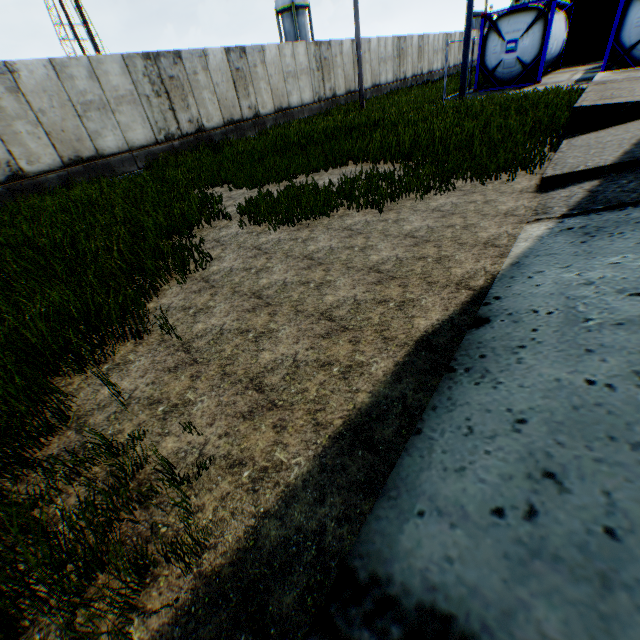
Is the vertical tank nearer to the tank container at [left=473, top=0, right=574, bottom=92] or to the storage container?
the storage container

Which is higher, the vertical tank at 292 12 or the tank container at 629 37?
the vertical tank at 292 12

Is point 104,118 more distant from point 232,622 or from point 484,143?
point 232,622

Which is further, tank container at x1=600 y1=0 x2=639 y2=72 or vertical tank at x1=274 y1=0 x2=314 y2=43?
vertical tank at x1=274 y1=0 x2=314 y2=43

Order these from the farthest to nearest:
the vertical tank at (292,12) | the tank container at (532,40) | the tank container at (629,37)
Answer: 1. the vertical tank at (292,12)
2. the tank container at (532,40)
3. the tank container at (629,37)

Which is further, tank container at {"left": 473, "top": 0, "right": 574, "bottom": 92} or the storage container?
the storage container
